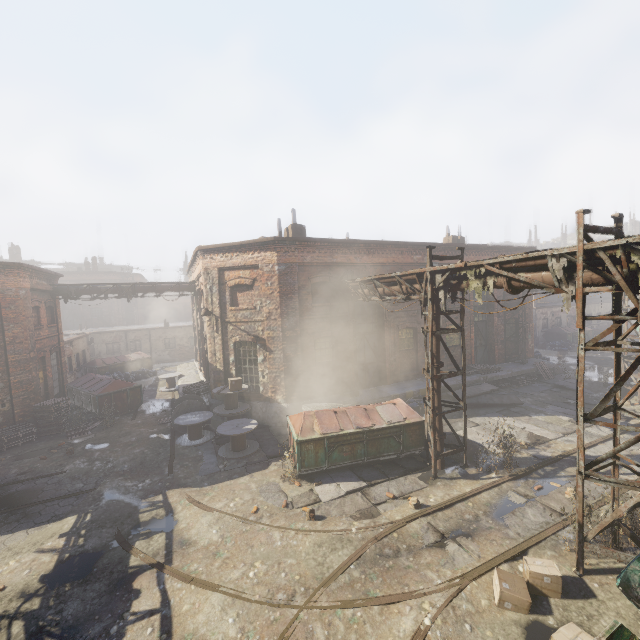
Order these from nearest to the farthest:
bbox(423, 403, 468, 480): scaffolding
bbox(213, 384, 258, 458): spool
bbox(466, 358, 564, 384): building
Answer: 1. bbox(423, 403, 468, 480): scaffolding
2. bbox(213, 384, 258, 458): spool
3. bbox(466, 358, 564, 384): building

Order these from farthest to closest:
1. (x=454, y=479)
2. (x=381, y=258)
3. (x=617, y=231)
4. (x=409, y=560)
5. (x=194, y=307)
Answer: (x=194, y=307)
(x=381, y=258)
(x=454, y=479)
(x=409, y=560)
(x=617, y=231)

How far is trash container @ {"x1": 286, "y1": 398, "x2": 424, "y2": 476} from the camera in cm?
1008

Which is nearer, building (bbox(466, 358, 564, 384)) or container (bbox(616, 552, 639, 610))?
container (bbox(616, 552, 639, 610))

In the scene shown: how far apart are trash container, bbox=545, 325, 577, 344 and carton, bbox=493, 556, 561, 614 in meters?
31.2 m

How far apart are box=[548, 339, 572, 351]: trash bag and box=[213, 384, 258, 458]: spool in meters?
28.9

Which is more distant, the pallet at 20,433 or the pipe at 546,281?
the pallet at 20,433

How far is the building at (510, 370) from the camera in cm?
1794
